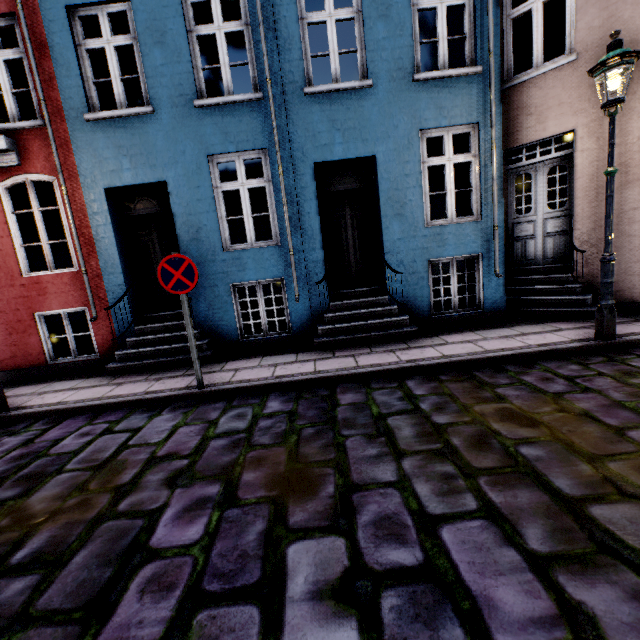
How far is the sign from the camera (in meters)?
4.33

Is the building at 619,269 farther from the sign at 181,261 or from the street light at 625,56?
the sign at 181,261

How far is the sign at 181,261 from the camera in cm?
433

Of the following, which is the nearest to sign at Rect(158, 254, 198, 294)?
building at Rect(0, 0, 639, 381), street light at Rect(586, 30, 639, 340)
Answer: building at Rect(0, 0, 639, 381)

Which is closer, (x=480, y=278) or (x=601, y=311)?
(x=601, y=311)

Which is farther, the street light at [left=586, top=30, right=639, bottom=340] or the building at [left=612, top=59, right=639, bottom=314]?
the building at [left=612, top=59, right=639, bottom=314]

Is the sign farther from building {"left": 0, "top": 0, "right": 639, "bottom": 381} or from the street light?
the street light
